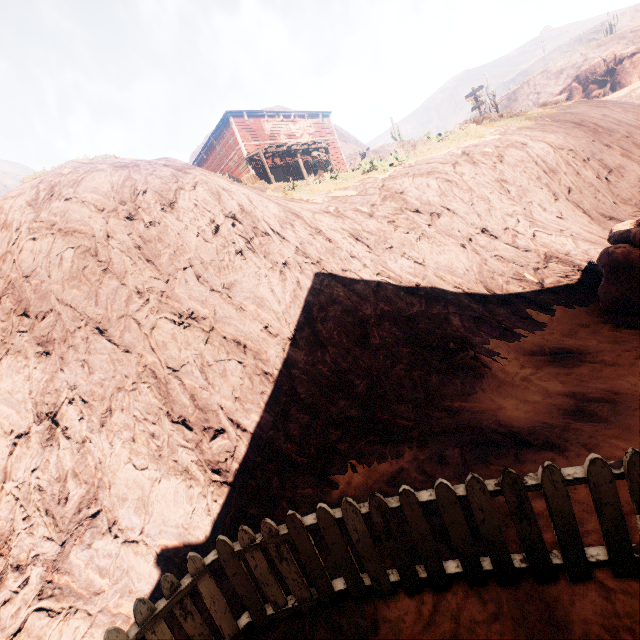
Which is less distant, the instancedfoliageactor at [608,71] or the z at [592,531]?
the z at [592,531]

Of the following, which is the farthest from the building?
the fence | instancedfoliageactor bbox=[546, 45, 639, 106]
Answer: instancedfoliageactor bbox=[546, 45, 639, 106]

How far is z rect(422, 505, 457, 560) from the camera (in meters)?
2.93

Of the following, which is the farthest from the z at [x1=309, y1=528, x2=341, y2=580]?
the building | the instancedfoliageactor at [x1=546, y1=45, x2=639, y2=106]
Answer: the instancedfoliageactor at [x1=546, y1=45, x2=639, y2=106]

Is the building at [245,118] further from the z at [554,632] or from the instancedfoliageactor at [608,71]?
the instancedfoliageactor at [608,71]

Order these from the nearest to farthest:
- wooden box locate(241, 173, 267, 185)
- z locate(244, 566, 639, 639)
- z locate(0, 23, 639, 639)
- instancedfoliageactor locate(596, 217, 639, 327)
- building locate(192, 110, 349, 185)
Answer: z locate(244, 566, 639, 639), z locate(0, 23, 639, 639), instancedfoliageactor locate(596, 217, 639, 327), wooden box locate(241, 173, 267, 185), building locate(192, 110, 349, 185)

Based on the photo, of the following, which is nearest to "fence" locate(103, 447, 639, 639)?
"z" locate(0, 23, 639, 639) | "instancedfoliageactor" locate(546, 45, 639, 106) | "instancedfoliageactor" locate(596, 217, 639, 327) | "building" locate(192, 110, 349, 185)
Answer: "z" locate(0, 23, 639, 639)

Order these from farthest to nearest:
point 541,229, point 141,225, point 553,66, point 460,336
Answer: point 553,66, point 541,229, point 141,225, point 460,336
